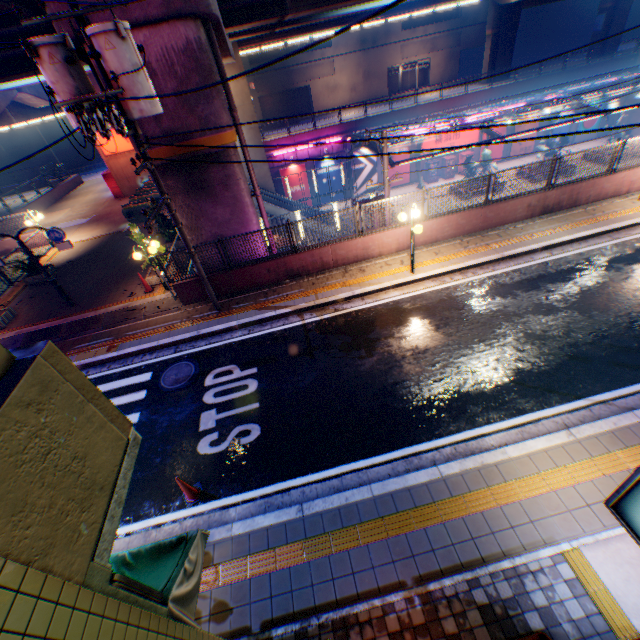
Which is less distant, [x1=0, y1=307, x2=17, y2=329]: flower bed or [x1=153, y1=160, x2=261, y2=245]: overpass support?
[x1=153, y1=160, x2=261, y2=245]: overpass support

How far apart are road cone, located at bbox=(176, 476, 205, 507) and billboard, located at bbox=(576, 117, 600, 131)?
47.1 meters

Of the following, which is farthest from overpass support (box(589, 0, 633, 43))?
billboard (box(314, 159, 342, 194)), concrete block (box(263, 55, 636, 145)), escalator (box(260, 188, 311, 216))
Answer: escalator (box(260, 188, 311, 216))

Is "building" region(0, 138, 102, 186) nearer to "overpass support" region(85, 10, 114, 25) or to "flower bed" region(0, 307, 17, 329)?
"overpass support" region(85, 10, 114, 25)

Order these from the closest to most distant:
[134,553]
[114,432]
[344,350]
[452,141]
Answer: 1. [114,432]
2. [134,553]
3. [344,350]
4. [452,141]

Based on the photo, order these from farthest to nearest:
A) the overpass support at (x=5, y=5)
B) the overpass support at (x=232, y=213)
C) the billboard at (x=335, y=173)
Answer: the billboard at (x=335, y=173), the overpass support at (x=232, y=213), the overpass support at (x=5, y=5)

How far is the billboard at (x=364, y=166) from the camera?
32.3 meters

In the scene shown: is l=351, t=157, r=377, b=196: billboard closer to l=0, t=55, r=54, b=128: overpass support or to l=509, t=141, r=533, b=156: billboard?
l=0, t=55, r=54, b=128: overpass support
